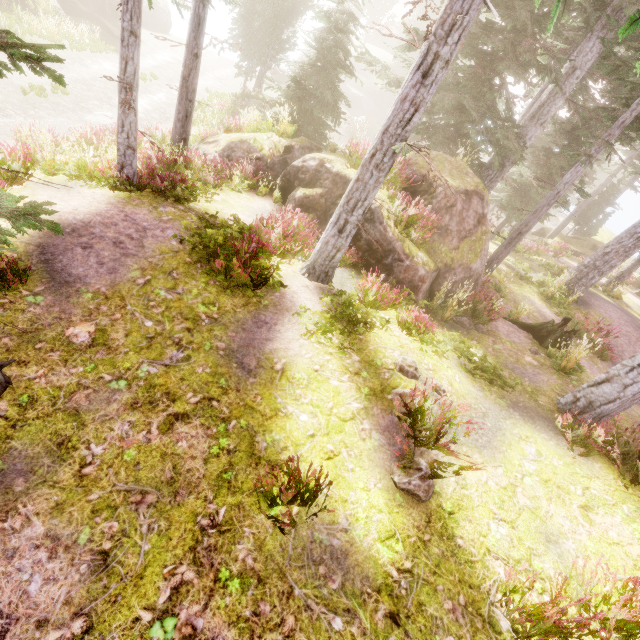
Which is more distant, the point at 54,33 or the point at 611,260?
the point at 54,33

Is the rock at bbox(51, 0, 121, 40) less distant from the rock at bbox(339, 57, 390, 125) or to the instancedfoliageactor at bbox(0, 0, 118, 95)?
the instancedfoliageactor at bbox(0, 0, 118, 95)

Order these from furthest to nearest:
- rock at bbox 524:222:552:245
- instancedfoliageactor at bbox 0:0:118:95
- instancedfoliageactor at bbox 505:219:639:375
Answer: rock at bbox 524:222:552:245
instancedfoliageactor at bbox 505:219:639:375
instancedfoliageactor at bbox 0:0:118:95

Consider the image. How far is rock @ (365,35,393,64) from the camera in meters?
51.5

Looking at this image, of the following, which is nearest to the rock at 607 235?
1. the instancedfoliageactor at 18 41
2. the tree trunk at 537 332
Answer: the instancedfoliageactor at 18 41

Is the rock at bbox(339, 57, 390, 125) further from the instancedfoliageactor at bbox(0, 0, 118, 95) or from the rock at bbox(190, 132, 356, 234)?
the rock at bbox(190, 132, 356, 234)

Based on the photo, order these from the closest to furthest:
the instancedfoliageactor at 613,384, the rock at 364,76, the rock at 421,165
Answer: the instancedfoliageactor at 613,384 → the rock at 421,165 → the rock at 364,76

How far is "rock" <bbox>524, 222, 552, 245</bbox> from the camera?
29.8 meters
